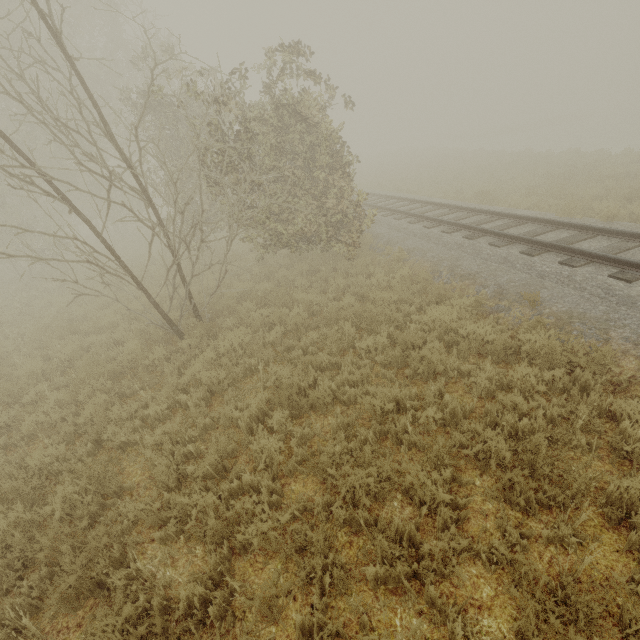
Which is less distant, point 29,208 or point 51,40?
point 51,40
